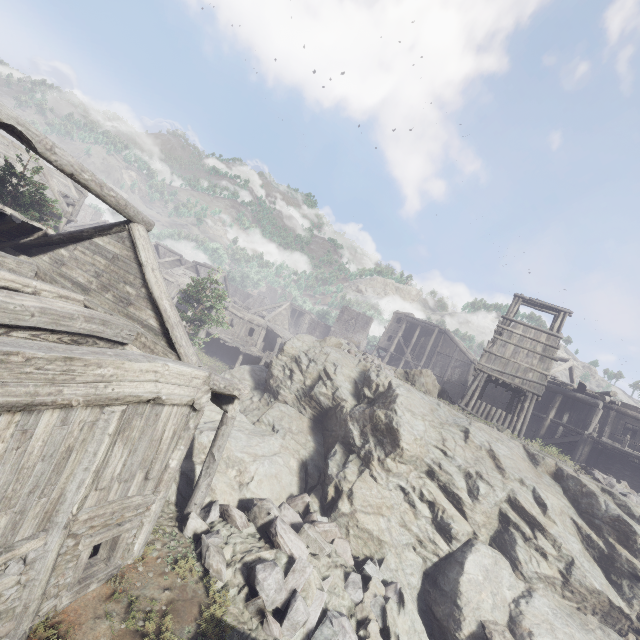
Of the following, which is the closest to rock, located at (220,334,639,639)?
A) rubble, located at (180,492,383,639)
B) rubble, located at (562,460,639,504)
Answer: rubble, located at (180,492,383,639)

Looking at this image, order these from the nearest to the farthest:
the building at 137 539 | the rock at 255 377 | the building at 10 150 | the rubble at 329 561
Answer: the building at 137 539, the rubble at 329 561, the rock at 255 377, the building at 10 150

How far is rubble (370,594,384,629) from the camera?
8.33m

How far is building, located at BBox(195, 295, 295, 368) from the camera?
31.3m

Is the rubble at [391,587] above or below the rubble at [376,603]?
above

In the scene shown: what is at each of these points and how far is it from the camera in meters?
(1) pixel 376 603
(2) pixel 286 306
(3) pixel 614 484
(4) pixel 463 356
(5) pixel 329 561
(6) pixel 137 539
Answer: (1) rubble, 8.7
(2) building, 37.0
(3) rubble, 13.9
(4) building, 39.4
(5) rubble, 9.2
(6) building, 7.5

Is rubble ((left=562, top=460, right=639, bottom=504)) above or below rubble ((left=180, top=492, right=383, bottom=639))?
above
